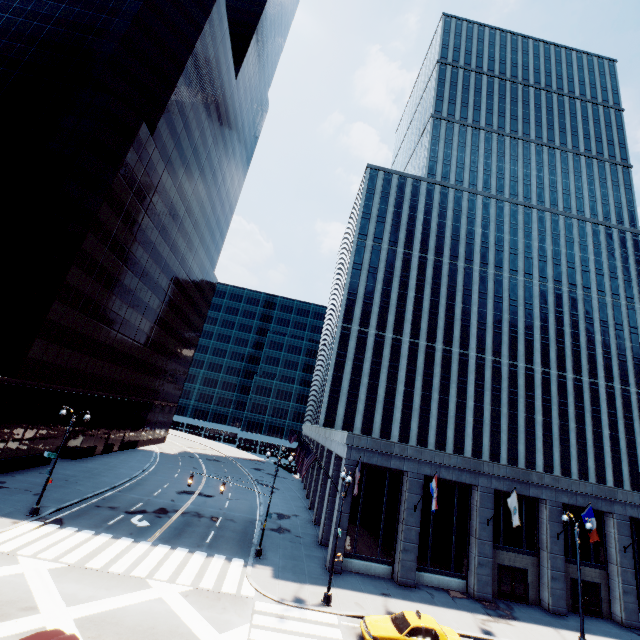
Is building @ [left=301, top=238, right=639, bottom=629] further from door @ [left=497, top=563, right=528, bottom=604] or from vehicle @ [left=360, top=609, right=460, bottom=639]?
vehicle @ [left=360, top=609, right=460, bottom=639]

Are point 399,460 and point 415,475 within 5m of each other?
yes

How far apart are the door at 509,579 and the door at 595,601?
3.47m

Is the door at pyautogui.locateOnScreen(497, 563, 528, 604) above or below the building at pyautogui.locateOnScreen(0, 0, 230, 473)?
below

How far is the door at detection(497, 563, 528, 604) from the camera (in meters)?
25.03

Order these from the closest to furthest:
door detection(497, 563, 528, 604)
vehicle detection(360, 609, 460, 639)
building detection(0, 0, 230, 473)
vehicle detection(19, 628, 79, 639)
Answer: vehicle detection(19, 628, 79, 639) < vehicle detection(360, 609, 460, 639) < door detection(497, 563, 528, 604) < building detection(0, 0, 230, 473)

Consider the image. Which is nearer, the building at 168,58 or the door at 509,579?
the door at 509,579

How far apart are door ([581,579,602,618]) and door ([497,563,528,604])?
3.5m
